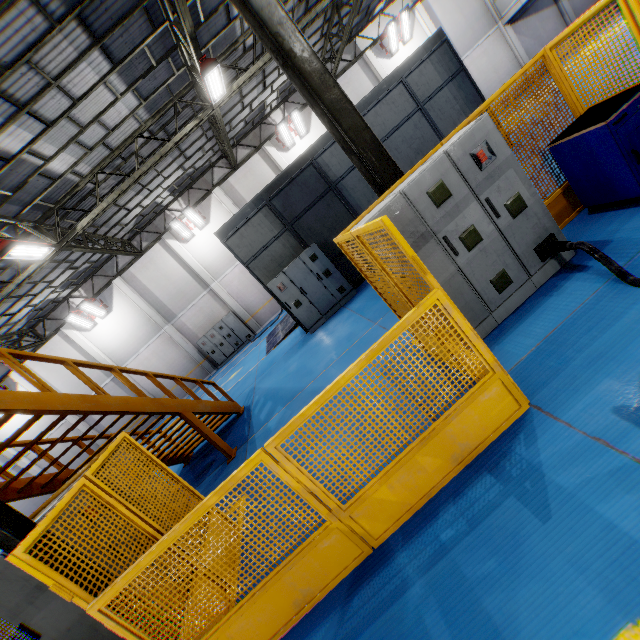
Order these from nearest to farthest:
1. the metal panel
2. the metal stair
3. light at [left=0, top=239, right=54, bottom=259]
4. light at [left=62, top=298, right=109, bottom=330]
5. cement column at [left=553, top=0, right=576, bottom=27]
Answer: the metal panel
the metal stair
light at [left=0, top=239, right=54, bottom=259]
light at [left=62, top=298, right=109, bottom=330]
cement column at [left=553, top=0, right=576, bottom=27]

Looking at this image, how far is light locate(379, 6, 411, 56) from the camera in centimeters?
1802cm

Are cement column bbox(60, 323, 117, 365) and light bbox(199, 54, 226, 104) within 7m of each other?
no

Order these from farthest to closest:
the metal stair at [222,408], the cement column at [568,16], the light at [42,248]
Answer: the cement column at [568,16], the light at [42,248], the metal stair at [222,408]

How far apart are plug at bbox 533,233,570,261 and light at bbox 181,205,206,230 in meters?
17.8

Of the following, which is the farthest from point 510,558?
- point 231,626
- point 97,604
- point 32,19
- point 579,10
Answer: point 579,10

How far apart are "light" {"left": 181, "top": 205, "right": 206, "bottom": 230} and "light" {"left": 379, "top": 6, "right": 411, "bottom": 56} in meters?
14.6

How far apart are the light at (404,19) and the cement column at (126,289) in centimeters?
2062cm
